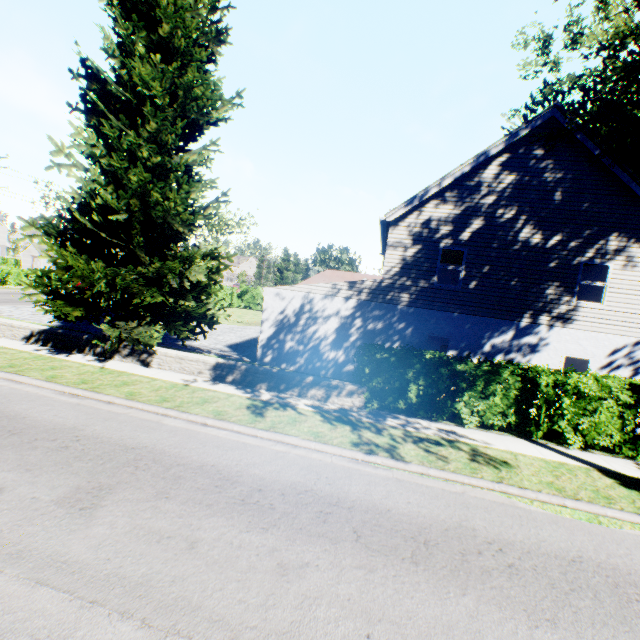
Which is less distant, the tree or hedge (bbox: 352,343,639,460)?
hedge (bbox: 352,343,639,460)

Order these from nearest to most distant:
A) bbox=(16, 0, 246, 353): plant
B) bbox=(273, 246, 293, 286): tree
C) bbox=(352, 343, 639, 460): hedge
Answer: bbox=(352, 343, 639, 460): hedge < bbox=(16, 0, 246, 353): plant < bbox=(273, 246, 293, 286): tree

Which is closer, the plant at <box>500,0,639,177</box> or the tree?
the plant at <box>500,0,639,177</box>

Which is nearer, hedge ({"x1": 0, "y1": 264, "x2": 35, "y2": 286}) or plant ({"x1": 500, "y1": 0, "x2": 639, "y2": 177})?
plant ({"x1": 500, "y1": 0, "x2": 639, "y2": 177})

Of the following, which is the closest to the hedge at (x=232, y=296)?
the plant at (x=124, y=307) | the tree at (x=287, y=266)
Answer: the tree at (x=287, y=266)

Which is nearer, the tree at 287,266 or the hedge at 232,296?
the hedge at 232,296

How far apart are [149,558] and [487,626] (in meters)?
4.20
